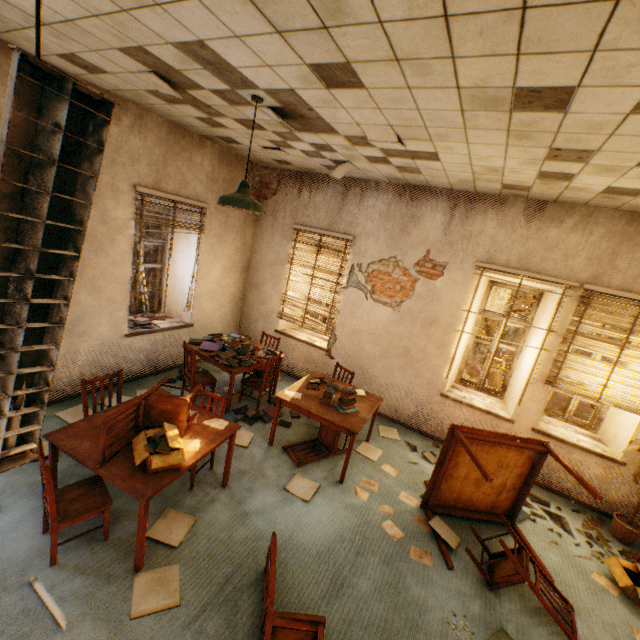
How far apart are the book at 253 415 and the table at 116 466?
0.89m

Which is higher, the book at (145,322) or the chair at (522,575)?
the book at (145,322)

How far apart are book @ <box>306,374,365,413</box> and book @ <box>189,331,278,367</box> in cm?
123

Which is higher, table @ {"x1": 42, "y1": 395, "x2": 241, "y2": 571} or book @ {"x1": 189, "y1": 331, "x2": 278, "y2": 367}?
book @ {"x1": 189, "y1": 331, "x2": 278, "y2": 367}

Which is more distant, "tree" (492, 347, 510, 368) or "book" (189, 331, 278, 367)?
"tree" (492, 347, 510, 368)

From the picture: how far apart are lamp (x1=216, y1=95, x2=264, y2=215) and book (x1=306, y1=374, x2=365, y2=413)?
2.4m

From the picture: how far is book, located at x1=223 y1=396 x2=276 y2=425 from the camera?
4.8m

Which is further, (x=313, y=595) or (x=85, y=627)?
(x=313, y=595)
